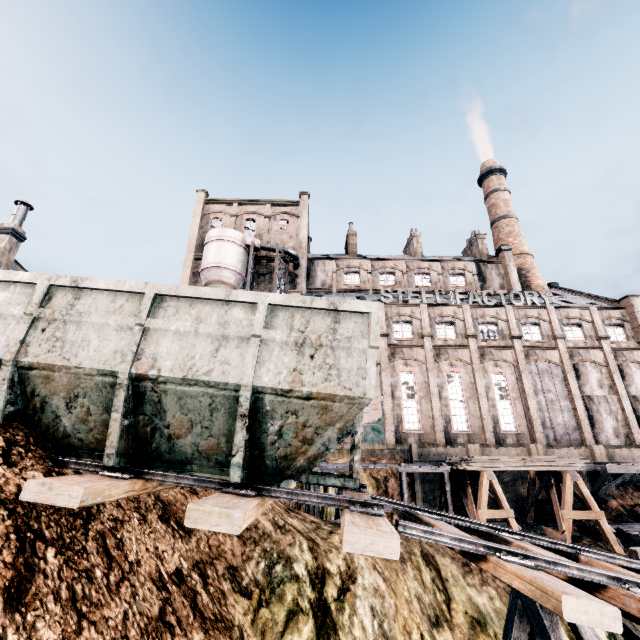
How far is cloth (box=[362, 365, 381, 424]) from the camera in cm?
2945

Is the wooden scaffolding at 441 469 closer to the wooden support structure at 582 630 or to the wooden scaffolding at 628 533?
the wooden scaffolding at 628 533

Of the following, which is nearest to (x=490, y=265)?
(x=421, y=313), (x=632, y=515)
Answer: (x=421, y=313)

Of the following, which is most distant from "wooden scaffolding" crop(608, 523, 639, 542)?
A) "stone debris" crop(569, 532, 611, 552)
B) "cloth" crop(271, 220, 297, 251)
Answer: "cloth" crop(271, 220, 297, 251)

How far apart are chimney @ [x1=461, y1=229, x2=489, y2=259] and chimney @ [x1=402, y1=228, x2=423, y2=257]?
7.59m

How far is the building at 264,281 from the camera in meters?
39.3 m

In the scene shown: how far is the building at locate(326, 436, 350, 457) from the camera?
27.9m

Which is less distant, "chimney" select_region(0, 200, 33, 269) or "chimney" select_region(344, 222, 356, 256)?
"chimney" select_region(0, 200, 33, 269)
